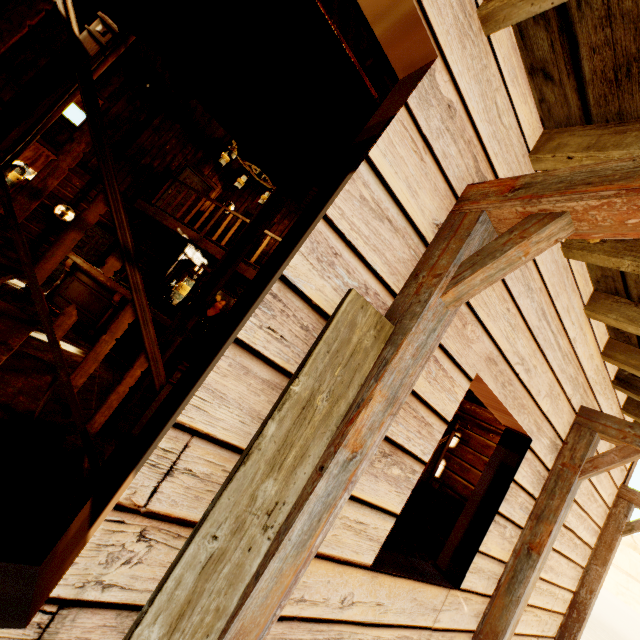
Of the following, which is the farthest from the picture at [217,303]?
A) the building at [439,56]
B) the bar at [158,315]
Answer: the building at [439,56]

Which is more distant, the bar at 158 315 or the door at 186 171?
the door at 186 171

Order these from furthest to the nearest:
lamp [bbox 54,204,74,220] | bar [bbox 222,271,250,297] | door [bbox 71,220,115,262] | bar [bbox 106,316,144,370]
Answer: door [bbox 71,220,115,262]
lamp [bbox 54,204,74,220]
bar [bbox 222,271,250,297]
bar [bbox 106,316,144,370]

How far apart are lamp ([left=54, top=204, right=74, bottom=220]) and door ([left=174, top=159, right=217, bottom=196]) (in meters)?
1.82

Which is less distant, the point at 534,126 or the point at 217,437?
the point at 217,437

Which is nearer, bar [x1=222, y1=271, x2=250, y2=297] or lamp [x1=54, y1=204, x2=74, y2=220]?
bar [x1=222, y1=271, x2=250, y2=297]

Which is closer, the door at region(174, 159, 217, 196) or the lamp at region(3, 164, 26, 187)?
the lamp at region(3, 164, 26, 187)

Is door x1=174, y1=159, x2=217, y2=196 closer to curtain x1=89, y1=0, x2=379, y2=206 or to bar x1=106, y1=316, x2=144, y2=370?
bar x1=106, y1=316, x2=144, y2=370
